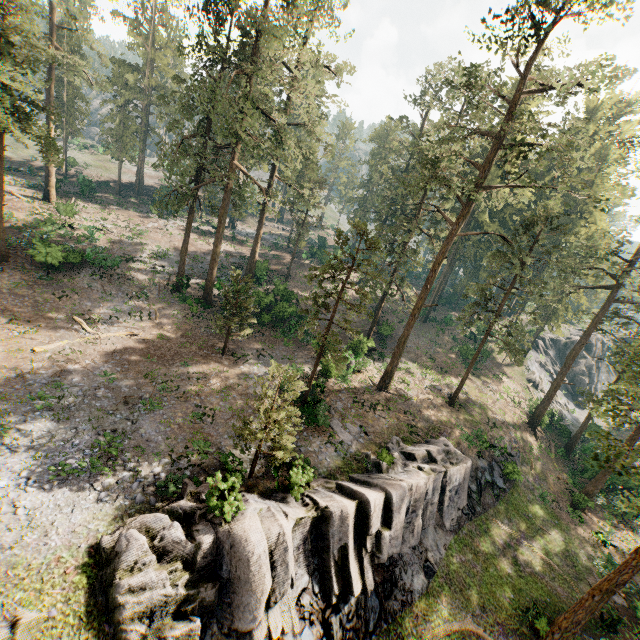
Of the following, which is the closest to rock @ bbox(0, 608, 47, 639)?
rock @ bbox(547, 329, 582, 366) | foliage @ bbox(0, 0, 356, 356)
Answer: foliage @ bbox(0, 0, 356, 356)

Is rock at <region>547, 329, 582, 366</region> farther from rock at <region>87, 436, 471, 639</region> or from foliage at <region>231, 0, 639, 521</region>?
rock at <region>87, 436, 471, 639</region>

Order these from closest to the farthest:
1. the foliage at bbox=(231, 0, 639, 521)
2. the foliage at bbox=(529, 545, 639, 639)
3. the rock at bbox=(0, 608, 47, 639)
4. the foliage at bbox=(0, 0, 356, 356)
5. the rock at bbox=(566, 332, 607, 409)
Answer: the rock at bbox=(0, 608, 47, 639) < the foliage at bbox=(529, 545, 639, 639) < the foliage at bbox=(231, 0, 639, 521) < the foliage at bbox=(0, 0, 356, 356) < the rock at bbox=(566, 332, 607, 409)

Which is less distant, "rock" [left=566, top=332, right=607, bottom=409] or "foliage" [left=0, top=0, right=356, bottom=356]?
"foliage" [left=0, top=0, right=356, bottom=356]

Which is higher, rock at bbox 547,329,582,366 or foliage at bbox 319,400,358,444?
rock at bbox 547,329,582,366

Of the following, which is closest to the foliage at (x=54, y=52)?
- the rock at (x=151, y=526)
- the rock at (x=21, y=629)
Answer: the rock at (x=21, y=629)

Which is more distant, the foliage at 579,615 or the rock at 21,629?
the foliage at 579,615

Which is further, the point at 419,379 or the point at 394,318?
the point at 394,318
